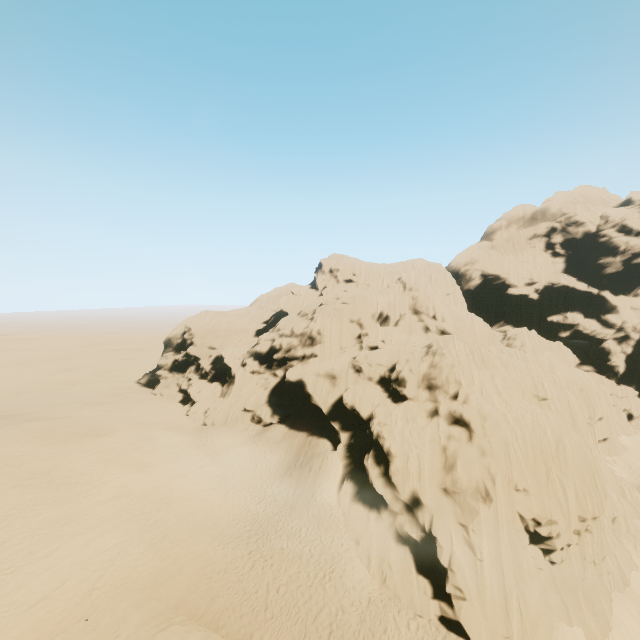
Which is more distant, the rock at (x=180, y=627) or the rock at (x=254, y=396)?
the rock at (x=254, y=396)

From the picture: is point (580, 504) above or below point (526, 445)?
below

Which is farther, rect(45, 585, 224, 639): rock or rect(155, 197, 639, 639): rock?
rect(155, 197, 639, 639): rock
